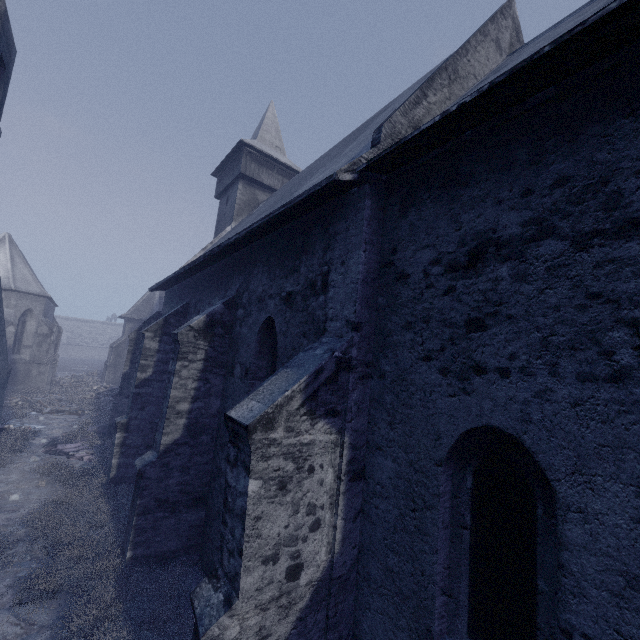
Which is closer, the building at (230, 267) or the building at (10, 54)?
the building at (230, 267)

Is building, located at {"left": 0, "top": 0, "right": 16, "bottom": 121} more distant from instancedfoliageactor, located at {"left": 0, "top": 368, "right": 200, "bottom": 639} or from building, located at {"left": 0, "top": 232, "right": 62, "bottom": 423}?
building, located at {"left": 0, "top": 232, "right": 62, "bottom": 423}

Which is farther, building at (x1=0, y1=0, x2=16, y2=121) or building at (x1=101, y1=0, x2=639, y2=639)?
building at (x1=0, y1=0, x2=16, y2=121)

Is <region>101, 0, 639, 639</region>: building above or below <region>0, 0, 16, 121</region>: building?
below

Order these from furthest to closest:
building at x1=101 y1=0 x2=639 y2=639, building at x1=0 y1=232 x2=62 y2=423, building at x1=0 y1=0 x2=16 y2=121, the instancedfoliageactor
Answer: building at x1=0 y1=232 x2=62 y2=423 → building at x1=0 y1=0 x2=16 y2=121 → the instancedfoliageactor → building at x1=101 y1=0 x2=639 y2=639

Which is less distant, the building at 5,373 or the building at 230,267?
the building at 230,267

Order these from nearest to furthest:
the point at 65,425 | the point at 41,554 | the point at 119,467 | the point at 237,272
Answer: the point at 41,554 < the point at 237,272 < the point at 119,467 < the point at 65,425
